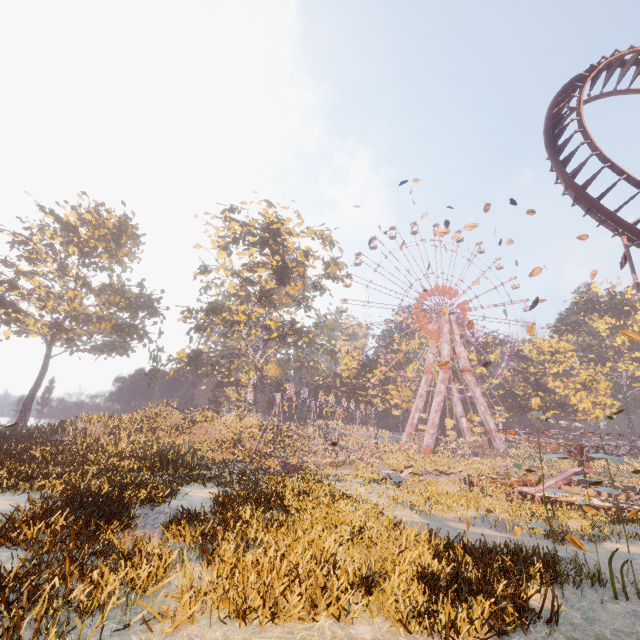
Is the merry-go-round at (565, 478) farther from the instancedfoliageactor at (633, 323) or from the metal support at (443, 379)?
the metal support at (443, 379)

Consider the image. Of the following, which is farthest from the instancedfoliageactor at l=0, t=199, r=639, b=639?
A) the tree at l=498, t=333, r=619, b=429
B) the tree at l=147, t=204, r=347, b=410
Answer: the tree at l=498, t=333, r=619, b=429

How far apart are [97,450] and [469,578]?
21.8m

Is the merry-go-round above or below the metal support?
below

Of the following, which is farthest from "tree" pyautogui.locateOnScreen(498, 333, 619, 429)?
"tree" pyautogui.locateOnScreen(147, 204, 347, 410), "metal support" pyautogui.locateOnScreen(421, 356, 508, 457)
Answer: "tree" pyautogui.locateOnScreen(147, 204, 347, 410)

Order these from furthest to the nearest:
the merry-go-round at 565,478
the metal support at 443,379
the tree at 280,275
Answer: the metal support at 443,379 → the tree at 280,275 → the merry-go-round at 565,478

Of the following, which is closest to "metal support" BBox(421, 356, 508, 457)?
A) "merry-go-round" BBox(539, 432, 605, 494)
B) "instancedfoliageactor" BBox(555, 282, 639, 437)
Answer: "instancedfoliageactor" BBox(555, 282, 639, 437)

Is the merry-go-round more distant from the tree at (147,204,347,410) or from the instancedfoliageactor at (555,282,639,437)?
the tree at (147,204,347,410)
